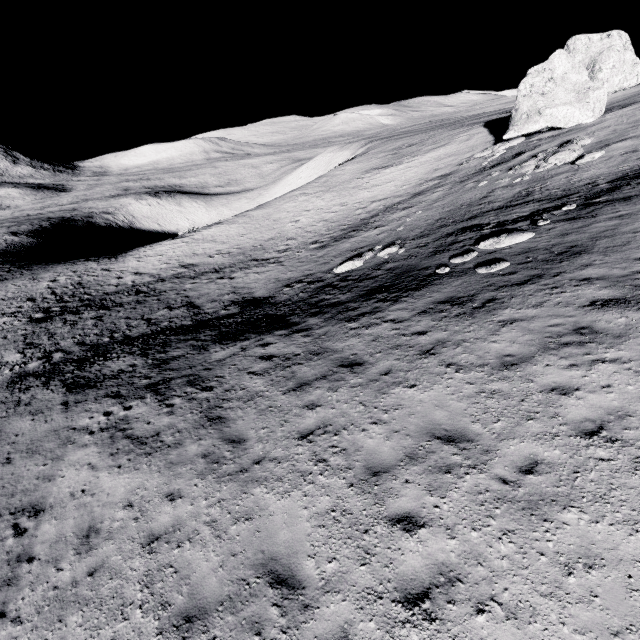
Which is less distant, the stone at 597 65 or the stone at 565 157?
the stone at 565 157

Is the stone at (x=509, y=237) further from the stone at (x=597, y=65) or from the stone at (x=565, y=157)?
the stone at (x=597, y=65)

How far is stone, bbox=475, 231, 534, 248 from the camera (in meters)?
13.20

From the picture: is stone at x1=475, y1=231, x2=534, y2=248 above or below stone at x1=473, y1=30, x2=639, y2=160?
below

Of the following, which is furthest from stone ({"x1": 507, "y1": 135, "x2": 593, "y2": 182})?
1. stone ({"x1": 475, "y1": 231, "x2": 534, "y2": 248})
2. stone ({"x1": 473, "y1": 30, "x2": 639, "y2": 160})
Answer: stone ({"x1": 475, "y1": 231, "x2": 534, "y2": 248})

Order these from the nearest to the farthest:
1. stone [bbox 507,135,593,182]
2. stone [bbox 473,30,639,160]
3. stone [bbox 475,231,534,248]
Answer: stone [bbox 475,231,534,248] < stone [bbox 507,135,593,182] < stone [bbox 473,30,639,160]

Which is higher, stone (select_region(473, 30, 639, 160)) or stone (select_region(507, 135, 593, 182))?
stone (select_region(473, 30, 639, 160))

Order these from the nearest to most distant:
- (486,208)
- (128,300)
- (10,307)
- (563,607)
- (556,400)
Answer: (563,607)
(556,400)
(486,208)
(128,300)
(10,307)
